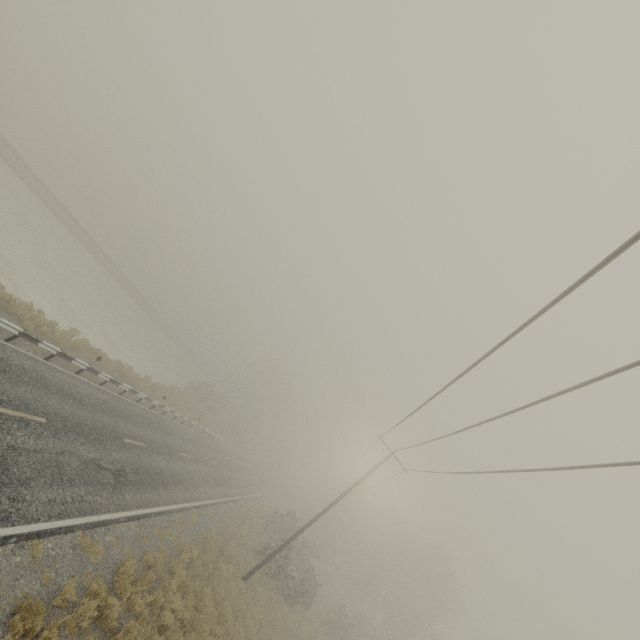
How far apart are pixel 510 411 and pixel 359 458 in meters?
24.5 m
